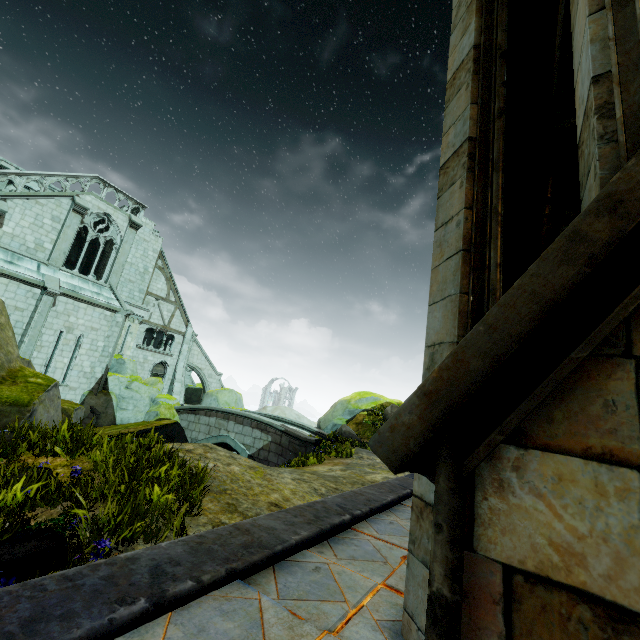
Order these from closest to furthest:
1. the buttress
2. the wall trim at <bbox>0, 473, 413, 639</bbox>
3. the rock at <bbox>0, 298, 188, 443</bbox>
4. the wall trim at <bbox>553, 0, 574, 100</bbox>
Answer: the wall trim at <bbox>0, 473, 413, 639</bbox>, the wall trim at <bbox>553, 0, 574, 100</bbox>, the rock at <bbox>0, 298, 188, 443</bbox>, the buttress

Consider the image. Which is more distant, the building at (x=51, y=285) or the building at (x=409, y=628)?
the building at (x=51, y=285)

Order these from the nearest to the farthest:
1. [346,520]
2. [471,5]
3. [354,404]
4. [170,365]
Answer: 1. [471,5]
2. [346,520]
3. [354,404]
4. [170,365]

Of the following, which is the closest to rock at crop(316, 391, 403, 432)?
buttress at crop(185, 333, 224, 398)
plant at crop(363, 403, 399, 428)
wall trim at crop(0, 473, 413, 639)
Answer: buttress at crop(185, 333, 224, 398)

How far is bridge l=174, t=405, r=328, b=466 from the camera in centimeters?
1636cm

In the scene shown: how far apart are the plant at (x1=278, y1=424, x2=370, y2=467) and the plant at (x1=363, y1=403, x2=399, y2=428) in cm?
656

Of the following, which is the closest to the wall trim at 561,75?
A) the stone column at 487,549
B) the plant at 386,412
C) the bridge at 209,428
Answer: the stone column at 487,549

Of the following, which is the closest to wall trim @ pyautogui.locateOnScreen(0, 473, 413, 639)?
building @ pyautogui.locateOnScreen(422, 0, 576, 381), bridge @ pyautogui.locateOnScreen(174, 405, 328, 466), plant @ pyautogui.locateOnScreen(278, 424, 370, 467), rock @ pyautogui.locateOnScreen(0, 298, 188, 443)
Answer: building @ pyautogui.locateOnScreen(422, 0, 576, 381)
